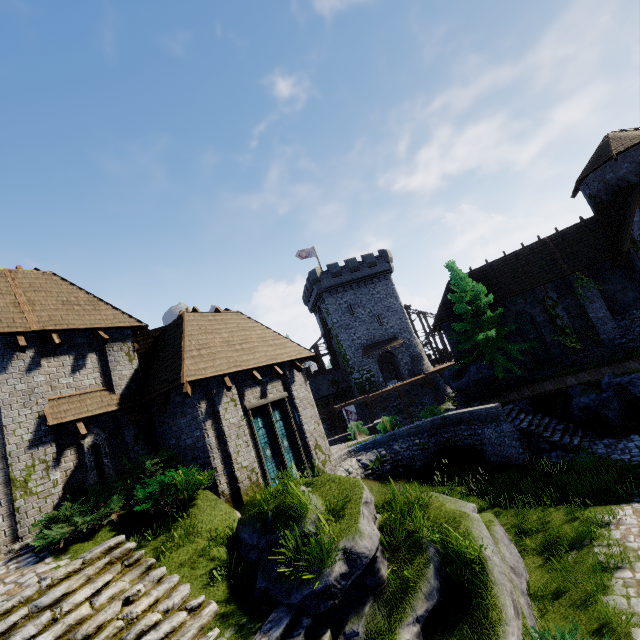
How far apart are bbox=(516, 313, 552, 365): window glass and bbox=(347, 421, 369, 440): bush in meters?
13.1

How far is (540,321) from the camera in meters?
22.5 m

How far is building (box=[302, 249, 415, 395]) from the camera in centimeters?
3994cm

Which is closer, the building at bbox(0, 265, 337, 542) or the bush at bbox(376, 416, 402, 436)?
the building at bbox(0, 265, 337, 542)

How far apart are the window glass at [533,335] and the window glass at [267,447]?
20.1 meters

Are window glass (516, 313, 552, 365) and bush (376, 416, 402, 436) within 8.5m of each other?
no

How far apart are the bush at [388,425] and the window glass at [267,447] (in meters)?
8.42

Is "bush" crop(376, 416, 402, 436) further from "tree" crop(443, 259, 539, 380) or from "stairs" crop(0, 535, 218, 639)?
"stairs" crop(0, 535, 218, 639)
